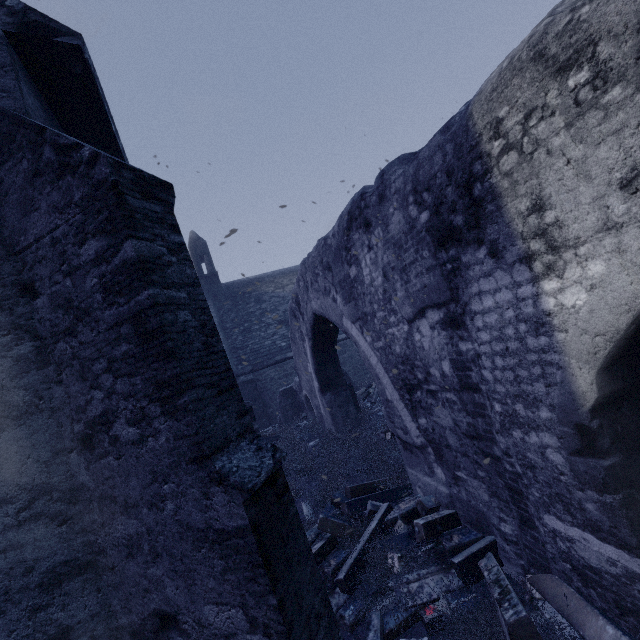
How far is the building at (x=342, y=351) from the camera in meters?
17.3

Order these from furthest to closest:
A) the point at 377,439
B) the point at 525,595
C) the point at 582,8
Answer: the point at 377,439 → the point at 525,595 → the point at 582,8

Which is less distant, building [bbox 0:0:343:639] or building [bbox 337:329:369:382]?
building [bbox 0:0:343:639]

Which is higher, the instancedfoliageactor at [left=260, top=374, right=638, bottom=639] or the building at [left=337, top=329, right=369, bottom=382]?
the building at [left=337, top=329, right=369, bottom=382]

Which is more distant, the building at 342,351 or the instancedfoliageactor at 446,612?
the building at 342,351

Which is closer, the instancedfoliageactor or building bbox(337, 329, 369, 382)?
the instancedfoliageactor

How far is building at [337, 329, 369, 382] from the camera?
17.3 meters
